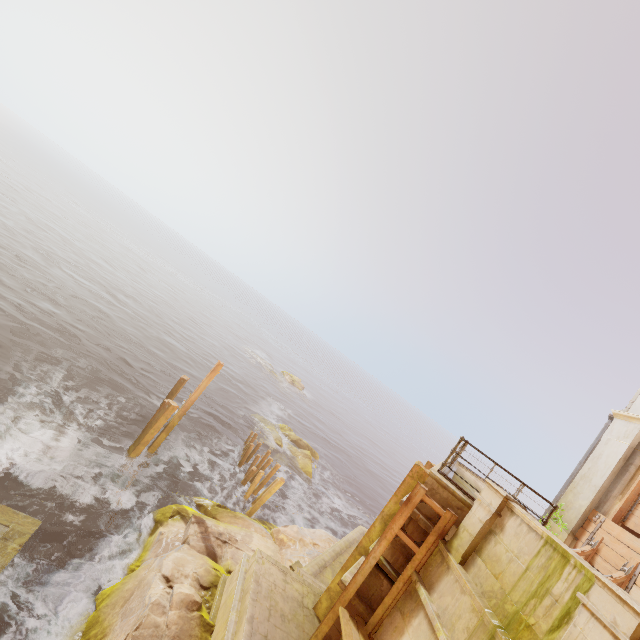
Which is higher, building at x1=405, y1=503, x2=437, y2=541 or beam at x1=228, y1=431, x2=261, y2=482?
building at x1=405, y1=503, x2=437, y2=541

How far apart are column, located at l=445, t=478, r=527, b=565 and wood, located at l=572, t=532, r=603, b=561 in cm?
403

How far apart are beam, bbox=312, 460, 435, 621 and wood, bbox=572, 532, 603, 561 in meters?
3.4 m

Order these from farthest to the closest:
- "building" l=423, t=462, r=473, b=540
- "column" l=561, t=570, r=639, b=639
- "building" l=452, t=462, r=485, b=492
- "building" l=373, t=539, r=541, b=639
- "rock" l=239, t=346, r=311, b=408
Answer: "rock" l=239, t=346, r=311, b=408 → "building" l=452, t=462, r=485, b=492 → "building" l=423, t=462, r=473, b=540 → "building" l=373, t=539, r=541, b=639 → "column" l=561, t=570, r=639, b=639

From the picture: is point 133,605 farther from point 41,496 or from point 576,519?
point 576,519

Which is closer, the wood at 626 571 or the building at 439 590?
the building at 439 590

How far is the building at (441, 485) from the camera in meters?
6.7

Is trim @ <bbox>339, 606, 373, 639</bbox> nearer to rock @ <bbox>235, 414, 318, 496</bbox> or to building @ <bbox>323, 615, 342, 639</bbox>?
building @ <bbox>323, 615, 342, 639</bbox>
